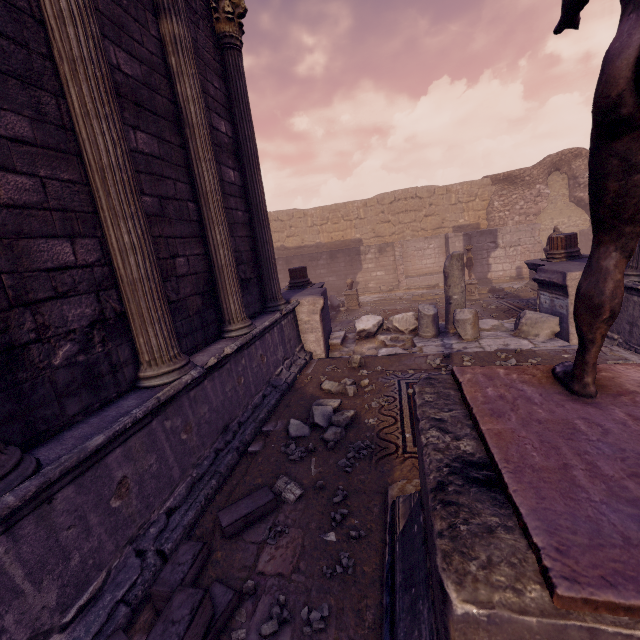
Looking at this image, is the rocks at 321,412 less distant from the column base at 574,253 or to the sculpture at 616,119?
the sculpture at 616,119

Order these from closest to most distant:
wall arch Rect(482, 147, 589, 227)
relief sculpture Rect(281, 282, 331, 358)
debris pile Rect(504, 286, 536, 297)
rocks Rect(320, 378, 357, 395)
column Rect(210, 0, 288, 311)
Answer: rocks Rect(320, 378, 357, 395), column Rect(210, 0, 288, 311), relief sculpture Rect(281, 282, 331, 358), debris pile Rect(504, 286, 536, 297), wall arch Rect(482, 147, 589, 227)

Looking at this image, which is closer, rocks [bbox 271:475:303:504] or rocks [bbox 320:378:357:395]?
rocks [bbox 271:475:303:504]

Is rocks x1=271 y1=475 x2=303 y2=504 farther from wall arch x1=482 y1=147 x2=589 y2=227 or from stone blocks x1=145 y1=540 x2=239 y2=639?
wall arch x1=482 y1=147 x2=589 y2=227

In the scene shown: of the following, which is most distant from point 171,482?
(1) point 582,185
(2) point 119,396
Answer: (1) point 582,185

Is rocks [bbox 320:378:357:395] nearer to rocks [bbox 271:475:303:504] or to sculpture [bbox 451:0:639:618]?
rocks [bbox 271:475:303:504]

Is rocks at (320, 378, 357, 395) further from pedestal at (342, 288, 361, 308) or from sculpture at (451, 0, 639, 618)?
pedestal at (342, 288, 361, 308)

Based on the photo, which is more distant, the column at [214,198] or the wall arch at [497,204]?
the wall arch at [497,204]
